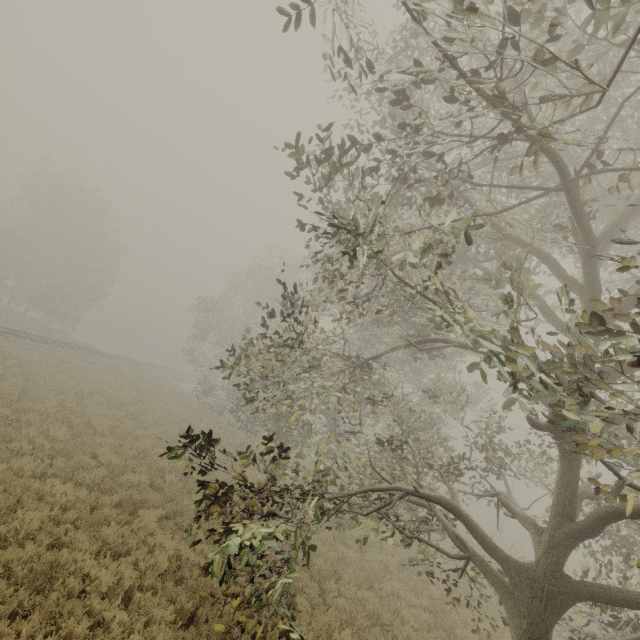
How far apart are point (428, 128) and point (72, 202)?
42.9 meters
